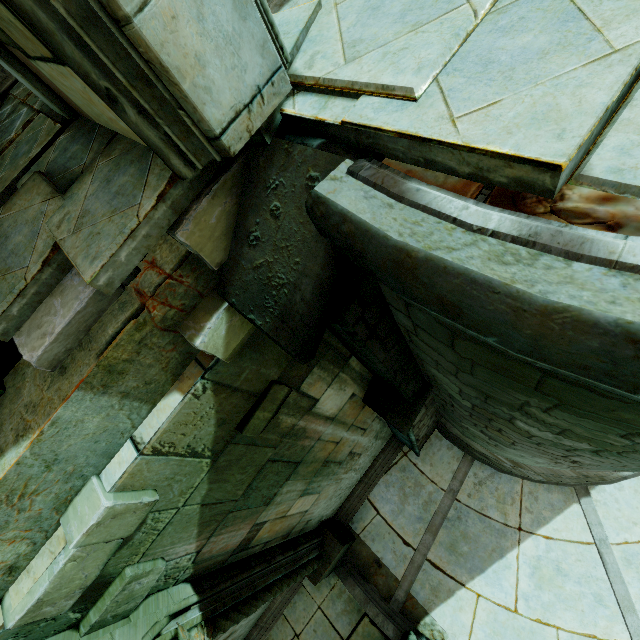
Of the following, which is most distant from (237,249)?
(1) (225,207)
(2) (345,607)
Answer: (2) (345,607)

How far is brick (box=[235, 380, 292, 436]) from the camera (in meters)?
3.02

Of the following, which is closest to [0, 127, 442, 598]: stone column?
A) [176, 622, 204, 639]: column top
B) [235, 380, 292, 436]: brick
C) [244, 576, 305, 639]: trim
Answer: [235, 380, 292, 436]: brick

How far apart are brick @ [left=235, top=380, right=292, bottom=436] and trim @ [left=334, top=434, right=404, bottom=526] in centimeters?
564cm

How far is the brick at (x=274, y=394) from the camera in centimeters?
302cm

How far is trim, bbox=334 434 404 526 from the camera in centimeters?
794cm

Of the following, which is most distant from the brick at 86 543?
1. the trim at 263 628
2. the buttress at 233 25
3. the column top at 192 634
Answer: the trim at 263 628

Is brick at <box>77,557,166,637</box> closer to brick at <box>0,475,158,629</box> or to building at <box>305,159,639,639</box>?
brick at <box>0,475,158,629</box>
